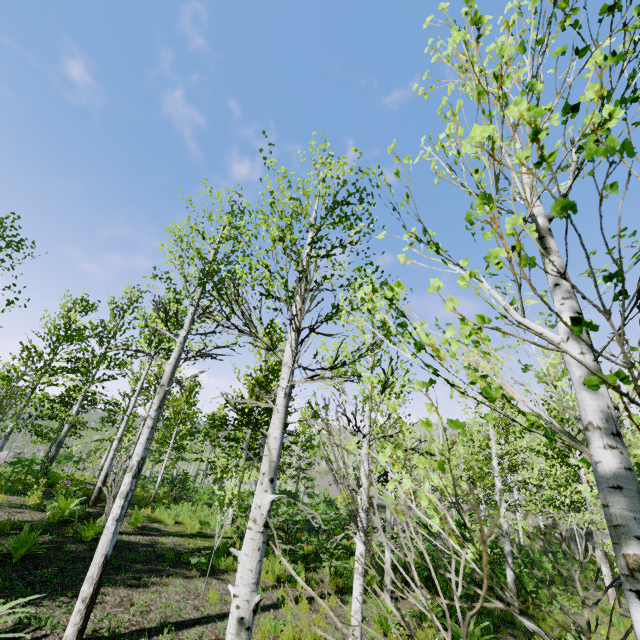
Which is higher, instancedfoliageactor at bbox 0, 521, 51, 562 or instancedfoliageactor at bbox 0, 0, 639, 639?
instancedfoliageactor at bbox 0, 0, 639, 639

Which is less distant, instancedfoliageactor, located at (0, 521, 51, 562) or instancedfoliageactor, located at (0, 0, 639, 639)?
instancedfoliageactor, located at (0, 0, 639, 639)

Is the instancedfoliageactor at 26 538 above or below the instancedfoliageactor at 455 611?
below

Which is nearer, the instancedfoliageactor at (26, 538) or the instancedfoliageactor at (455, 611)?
the instancedfoliageactor at (455, 611)

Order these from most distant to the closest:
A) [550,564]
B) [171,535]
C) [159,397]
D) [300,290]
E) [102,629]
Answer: [550,564], [171,535], [159,397], [102,629], [300,290]
